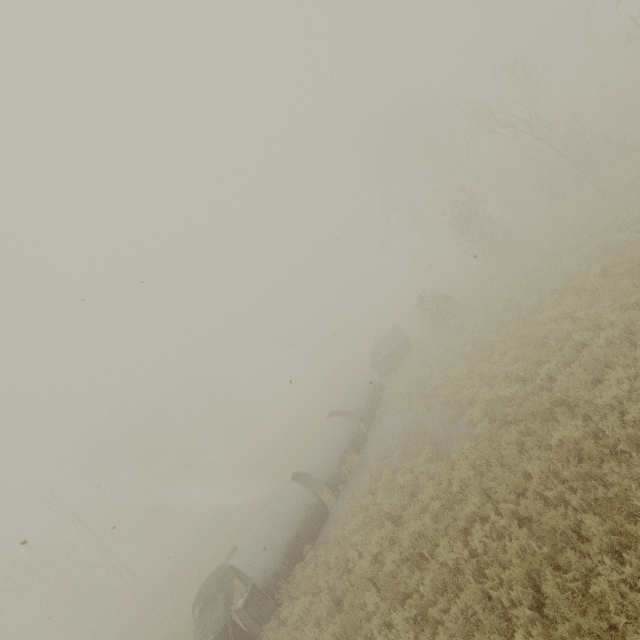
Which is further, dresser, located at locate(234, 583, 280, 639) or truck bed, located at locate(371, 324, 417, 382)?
truck bed, located at locate(371, 324, 417, 382)

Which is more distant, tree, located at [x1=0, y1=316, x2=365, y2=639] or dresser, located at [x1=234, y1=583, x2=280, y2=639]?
tree, located at [x1=0, y1=316, x2=365, y2=639]

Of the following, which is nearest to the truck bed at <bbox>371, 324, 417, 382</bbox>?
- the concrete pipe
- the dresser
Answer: the concrete pipe

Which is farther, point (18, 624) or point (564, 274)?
point (18, 624)

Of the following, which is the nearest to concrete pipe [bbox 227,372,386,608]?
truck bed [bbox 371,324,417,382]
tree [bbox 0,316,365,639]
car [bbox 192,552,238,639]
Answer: car [bbox 192,552,238,639]

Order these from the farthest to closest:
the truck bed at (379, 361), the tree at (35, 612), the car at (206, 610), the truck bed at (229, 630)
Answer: the tree at (35, 612)
the truck bed at (379, 361)
the car at (206, 610)
the truck bed at (229, 630)

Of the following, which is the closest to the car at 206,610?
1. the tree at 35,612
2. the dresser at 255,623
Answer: the dresser at 255,623

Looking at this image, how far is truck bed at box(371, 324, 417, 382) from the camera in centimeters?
2025cm
